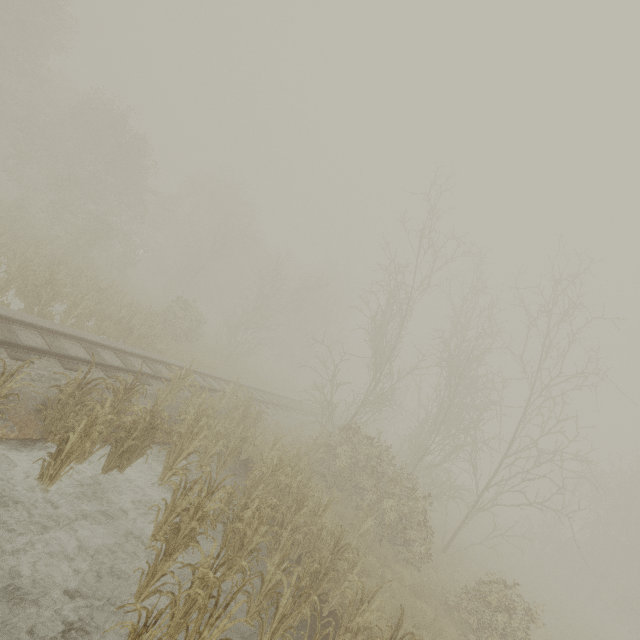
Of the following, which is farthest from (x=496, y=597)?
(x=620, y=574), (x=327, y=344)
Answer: (x=327, y=344)
